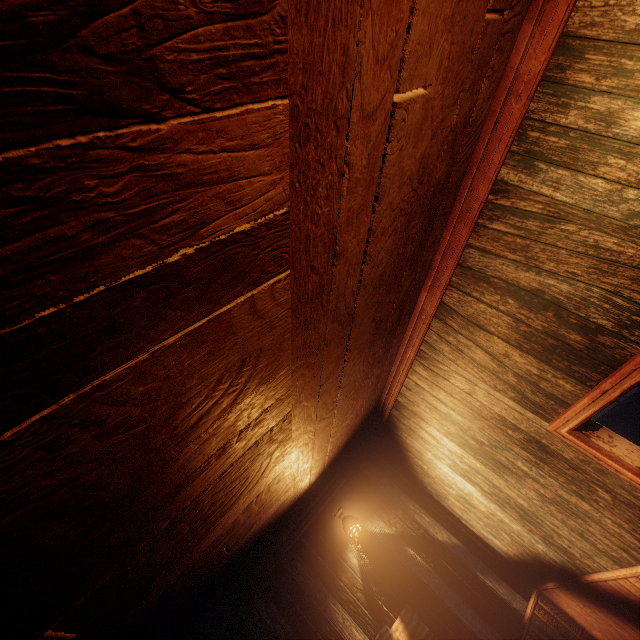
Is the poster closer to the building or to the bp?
the building

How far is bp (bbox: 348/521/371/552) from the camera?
4.7 meters

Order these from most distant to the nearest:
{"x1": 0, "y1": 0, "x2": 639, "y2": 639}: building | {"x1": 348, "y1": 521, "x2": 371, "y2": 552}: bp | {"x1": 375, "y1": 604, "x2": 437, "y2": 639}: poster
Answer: {"x1": 348, "y1": 521, "x2": 371, "y2": 552}: bp, {"x1": 375, "y1": 604, "x2": 437, "y2": 639}: poster, {"x1": 0, "y1": 0, "x2": 639, "y2": 639}: building

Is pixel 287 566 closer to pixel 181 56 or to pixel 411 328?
pixel 411 328

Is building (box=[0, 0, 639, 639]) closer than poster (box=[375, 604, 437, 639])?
Yes

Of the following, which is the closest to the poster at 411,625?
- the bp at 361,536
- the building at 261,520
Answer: the building at 261,520

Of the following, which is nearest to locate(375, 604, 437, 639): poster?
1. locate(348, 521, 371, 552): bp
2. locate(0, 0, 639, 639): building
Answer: locate(0, 0, 639, 639): building

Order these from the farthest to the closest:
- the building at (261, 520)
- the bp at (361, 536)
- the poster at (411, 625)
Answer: the bp at (361, 536) < the poster at (411, 625) < the building at (261, 520)
